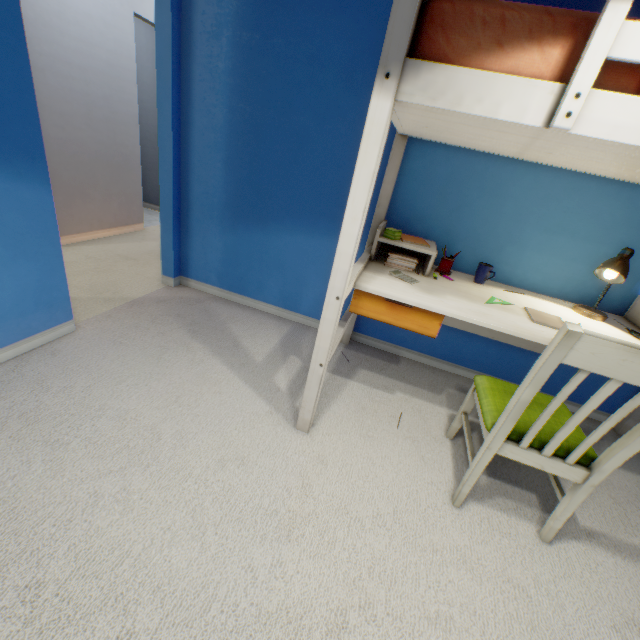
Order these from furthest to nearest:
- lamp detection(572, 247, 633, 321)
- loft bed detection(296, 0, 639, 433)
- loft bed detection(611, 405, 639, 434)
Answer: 1. loft bed detection(611, 405, 639, 434)
2. lamp detection(572, 247, 633, 321)
3. loft bed detection(296, 0, 639, 433)

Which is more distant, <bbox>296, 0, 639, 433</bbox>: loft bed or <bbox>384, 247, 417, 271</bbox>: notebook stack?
<bbox>384, 247, 417, 271</bbox>: notebook stack

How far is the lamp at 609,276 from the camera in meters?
1.6

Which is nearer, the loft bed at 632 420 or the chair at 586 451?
the chair at 586 451

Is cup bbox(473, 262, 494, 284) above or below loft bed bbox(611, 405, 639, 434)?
above

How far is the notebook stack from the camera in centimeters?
188cm

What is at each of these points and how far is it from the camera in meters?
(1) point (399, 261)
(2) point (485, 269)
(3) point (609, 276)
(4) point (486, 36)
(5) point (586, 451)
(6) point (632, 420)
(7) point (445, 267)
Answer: (1) notebook stack, 1.9
(2) cup, 1.9
(3) lamp, 1.7
(4) loft bed, 0.9
(5) chair, 1.3
(6) loft bed, 2.1
(7) pencil case, 2.0

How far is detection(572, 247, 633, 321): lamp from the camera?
1.6m
